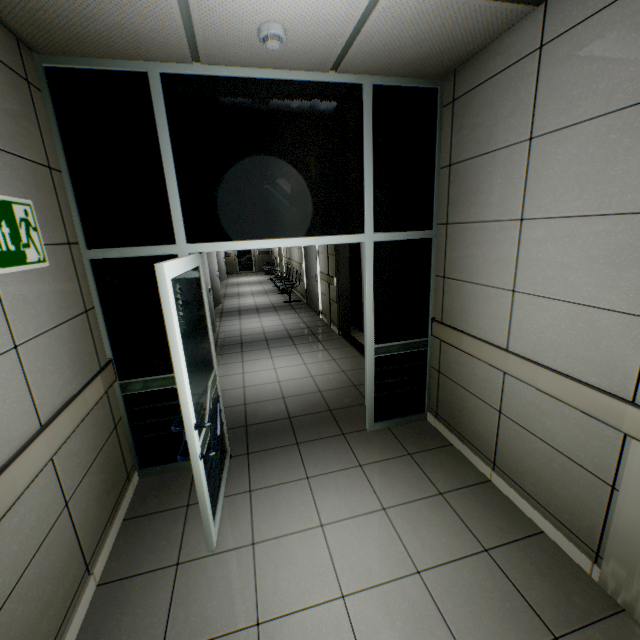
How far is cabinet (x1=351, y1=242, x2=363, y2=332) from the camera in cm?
634

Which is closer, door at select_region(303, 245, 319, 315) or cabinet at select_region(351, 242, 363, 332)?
cabinet at select_region(351, 242, 363, 332)

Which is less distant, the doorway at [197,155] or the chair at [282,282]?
the doorway at [197,155]

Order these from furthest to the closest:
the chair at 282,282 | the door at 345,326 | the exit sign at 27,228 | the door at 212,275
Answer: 1. the chair at 282,282
2. the door at 212,275
3. the door at 345,326
4. the exit sign at 27,228

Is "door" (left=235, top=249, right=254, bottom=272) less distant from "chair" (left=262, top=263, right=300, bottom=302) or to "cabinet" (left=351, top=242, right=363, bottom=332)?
"chair" (left=262, top=263, right=300, bottom=302)

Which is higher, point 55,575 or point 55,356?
point 55,356

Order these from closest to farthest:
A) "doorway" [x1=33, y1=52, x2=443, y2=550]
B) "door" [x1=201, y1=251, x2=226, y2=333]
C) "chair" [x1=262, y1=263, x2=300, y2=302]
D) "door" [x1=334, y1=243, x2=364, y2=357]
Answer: "doorway" [x1=33, y1=52, x2=443, y2=550] < "door" [x1=334, y1=243, x2=364, y2=357] < "door" [x1=201, y1=251, x2=226, y2=333] < "chair" [x1=262, y1=263, x2=300, y2=302]

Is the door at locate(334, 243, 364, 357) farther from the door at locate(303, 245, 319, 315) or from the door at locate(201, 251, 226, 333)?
the door at locate(201, 251, 226, 333)
